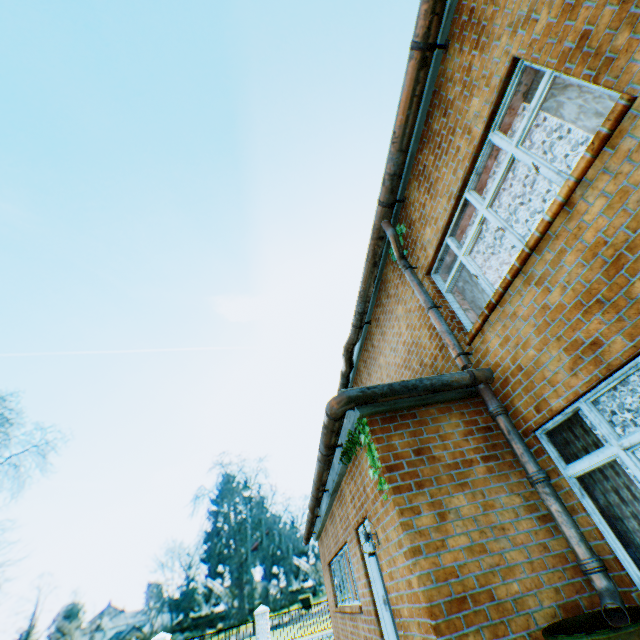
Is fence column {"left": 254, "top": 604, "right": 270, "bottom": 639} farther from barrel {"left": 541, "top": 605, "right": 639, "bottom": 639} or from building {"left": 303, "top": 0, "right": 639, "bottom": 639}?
barrel {"left": 541, "top": 605, "right": 639, "bottom": 639}

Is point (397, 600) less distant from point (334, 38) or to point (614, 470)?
point (614, 470)

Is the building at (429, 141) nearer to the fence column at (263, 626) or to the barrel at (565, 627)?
the barrel at (565, 627)

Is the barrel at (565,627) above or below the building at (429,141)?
below

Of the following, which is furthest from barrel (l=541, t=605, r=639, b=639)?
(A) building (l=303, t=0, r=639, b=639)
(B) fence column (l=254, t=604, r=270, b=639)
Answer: (B) fence column (l=254, t=604, r=270, b=639)

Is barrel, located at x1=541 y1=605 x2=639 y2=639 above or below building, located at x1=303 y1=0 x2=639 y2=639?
below

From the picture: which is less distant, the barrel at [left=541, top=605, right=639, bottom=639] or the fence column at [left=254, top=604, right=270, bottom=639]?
the barrel at [left=541, top=605, right=639, bottom=639]
